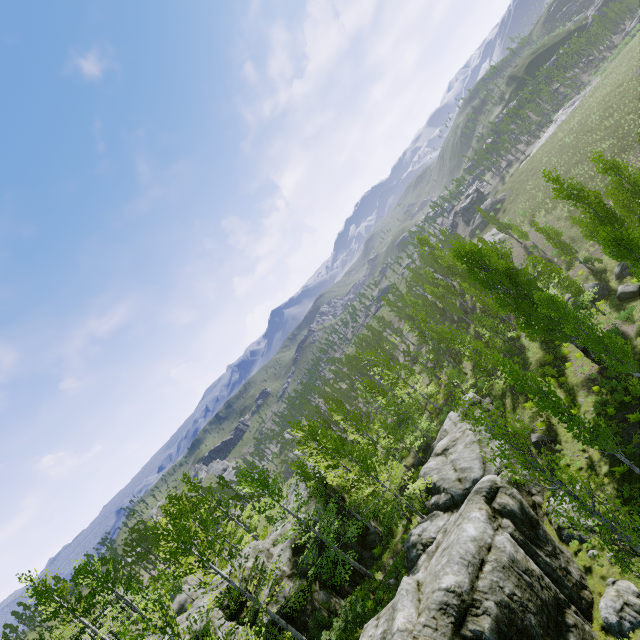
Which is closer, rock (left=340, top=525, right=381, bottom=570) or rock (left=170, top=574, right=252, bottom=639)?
rock (left=170, top=574, right=252, bottom=639)

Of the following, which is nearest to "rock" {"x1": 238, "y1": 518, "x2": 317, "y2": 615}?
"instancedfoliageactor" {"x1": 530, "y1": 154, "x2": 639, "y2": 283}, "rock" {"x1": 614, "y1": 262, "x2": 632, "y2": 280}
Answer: "instancedfoliageactor" {"x1": 530, "y1": 154, "x2": 639, "y2": 283}

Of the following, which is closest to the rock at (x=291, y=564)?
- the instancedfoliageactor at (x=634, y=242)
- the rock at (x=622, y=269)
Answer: the instancedfoliageactor at (x=634, y=242)

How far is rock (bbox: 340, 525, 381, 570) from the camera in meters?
23.7

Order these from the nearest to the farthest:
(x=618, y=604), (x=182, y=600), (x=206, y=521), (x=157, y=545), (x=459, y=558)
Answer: (x=618, y=604) → (x=459, y=558) → (x=157, y=545) → (x=206, y=521) → (x=182, y=600)

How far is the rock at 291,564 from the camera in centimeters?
1962cm
